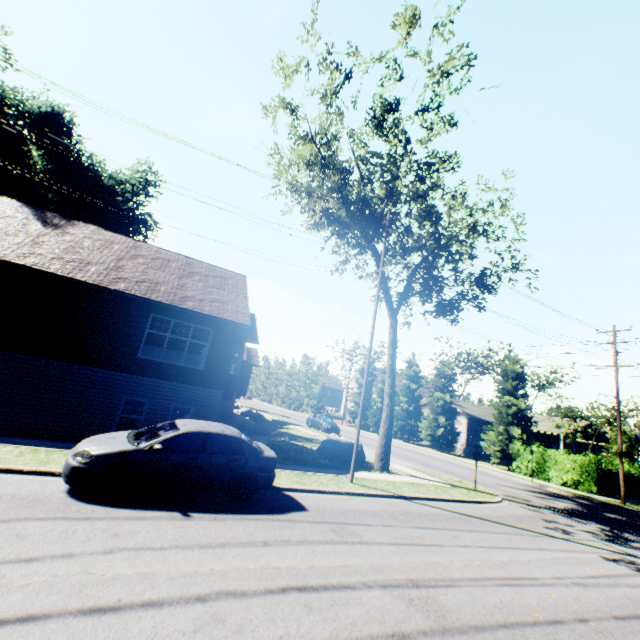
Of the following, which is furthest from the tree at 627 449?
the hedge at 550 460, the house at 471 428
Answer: the house at 471 428

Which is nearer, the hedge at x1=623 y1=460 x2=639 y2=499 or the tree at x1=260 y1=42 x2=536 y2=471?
the tree at x1=260 y1=42 x2=536 y2=471

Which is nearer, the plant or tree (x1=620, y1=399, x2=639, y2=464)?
the plant

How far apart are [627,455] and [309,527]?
43.6m

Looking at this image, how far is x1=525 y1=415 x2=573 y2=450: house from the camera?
38.56m

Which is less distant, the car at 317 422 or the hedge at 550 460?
the hedge at 550 460

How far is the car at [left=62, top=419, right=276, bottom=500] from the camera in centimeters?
693cm

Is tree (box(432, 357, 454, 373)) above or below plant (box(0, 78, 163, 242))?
below
